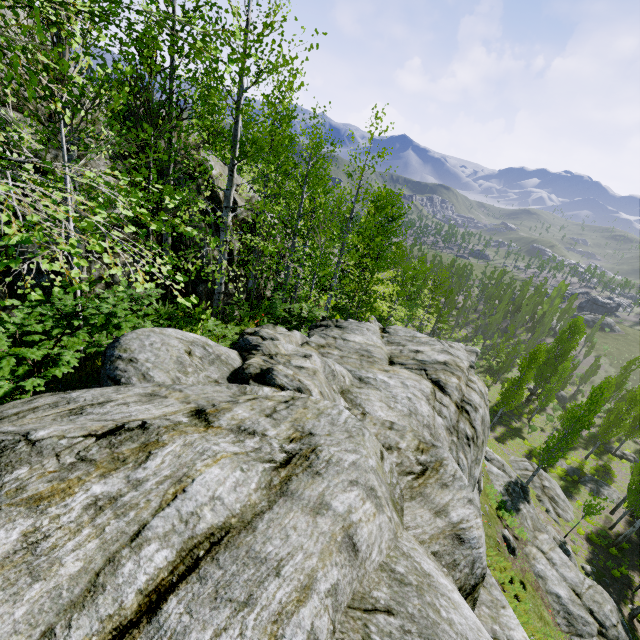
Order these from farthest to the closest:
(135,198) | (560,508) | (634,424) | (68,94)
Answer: (634,424) → (560,508) → (68,94) → (135,198)

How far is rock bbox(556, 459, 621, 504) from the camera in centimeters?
3003cm

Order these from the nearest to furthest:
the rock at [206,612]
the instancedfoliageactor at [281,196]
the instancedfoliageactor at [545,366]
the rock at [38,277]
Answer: the rock at [206,612]
the instancedfoliageactor at [281,196]
the rock at [38,277]
the instancedfoliageactor at [545,366]

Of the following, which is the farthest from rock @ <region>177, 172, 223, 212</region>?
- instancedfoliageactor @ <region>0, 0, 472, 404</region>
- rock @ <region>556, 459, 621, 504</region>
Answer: rock @ <region>556, 459, 621, 504</region>

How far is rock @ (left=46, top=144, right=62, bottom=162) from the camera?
7.8m

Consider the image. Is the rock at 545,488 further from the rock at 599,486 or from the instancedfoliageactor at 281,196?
the rock at 599,486
